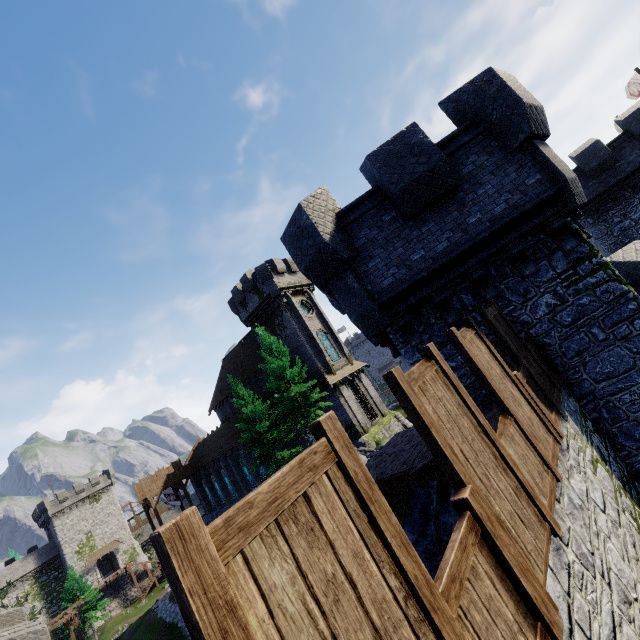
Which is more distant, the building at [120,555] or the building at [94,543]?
the building at [120,555]

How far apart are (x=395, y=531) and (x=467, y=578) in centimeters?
76cm

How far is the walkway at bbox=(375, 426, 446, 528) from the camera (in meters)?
6.29

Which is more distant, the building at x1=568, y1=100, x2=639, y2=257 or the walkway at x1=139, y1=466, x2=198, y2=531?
the walkway at x1=139, y1=466, x2=198, y2=531

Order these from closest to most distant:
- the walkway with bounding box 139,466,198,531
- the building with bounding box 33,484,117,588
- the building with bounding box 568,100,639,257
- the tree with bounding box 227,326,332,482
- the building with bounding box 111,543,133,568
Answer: the building with bounding box 568,100,639,257, the tree with bounding box 227,326,332,482, the walkway with bounding box 139,466,198,531, the building with bounding box 33,484,117,588, the building with bounding box 111,543,133,568

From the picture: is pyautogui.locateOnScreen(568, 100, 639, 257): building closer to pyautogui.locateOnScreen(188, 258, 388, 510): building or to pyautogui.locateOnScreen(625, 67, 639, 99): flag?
pyautogui.locateOnScreen(625, 67, 639, 99): flag

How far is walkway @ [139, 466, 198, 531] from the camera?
37.91m

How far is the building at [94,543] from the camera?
55.22m
